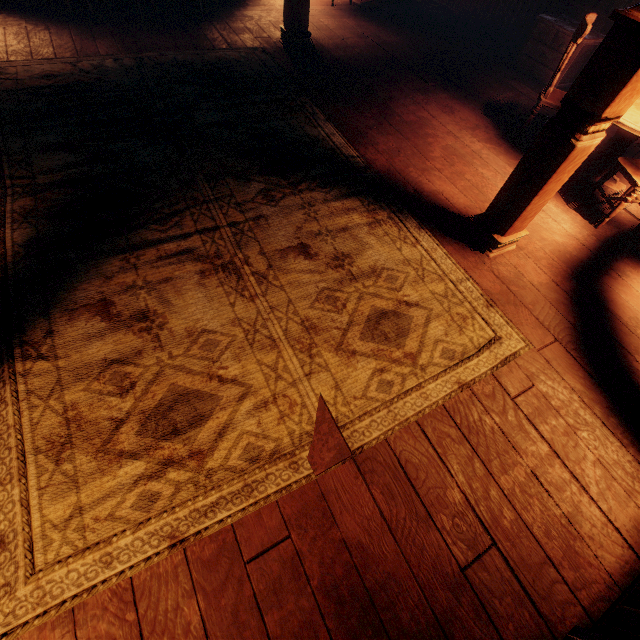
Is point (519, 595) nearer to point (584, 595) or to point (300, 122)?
point (584, 595)

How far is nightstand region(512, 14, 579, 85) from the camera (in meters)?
5.02

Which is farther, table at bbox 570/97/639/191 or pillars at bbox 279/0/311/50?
pillars at bbox 279/0/311/50

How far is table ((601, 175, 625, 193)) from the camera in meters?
3.9

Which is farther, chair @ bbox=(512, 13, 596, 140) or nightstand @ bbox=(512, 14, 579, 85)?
nightstand @ bbox=(512, 14, 579, 85)

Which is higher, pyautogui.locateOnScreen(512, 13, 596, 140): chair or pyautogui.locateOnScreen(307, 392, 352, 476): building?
pyautogui.locateOnScreen(512, 13, 596, 140): chair

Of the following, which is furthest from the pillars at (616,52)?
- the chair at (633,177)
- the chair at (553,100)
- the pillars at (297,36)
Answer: the pillars at (297,36)

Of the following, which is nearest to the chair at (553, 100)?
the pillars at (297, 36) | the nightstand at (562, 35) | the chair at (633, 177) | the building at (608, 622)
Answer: the building at (608, 622)
